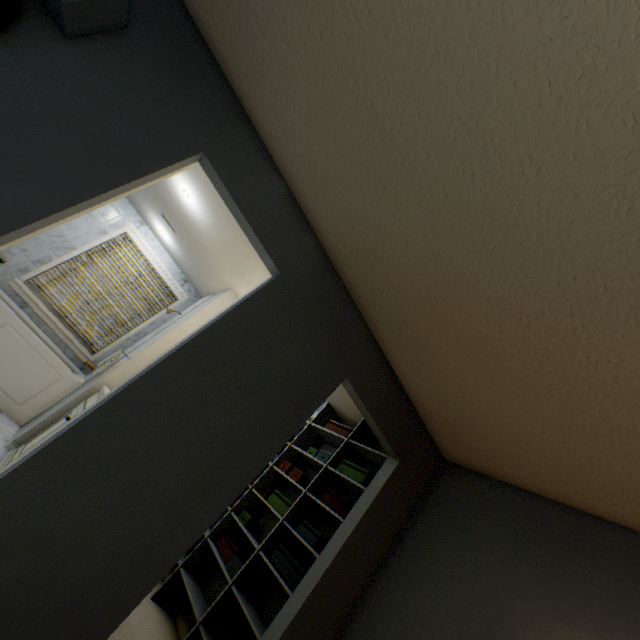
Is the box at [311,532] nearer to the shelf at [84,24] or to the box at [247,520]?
the box at [247,520]

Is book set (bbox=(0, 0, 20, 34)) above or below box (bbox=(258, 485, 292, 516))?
above

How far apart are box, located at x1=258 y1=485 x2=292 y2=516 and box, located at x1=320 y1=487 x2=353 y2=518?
0.4m

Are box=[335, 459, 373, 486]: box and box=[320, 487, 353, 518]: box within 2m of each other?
yes

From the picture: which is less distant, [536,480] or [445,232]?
[445,232]

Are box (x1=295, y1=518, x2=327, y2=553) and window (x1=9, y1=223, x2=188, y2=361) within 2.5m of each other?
no

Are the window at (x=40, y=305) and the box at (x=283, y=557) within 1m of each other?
no

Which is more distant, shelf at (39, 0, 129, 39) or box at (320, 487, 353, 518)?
box at (320, 487, 353, 518)
